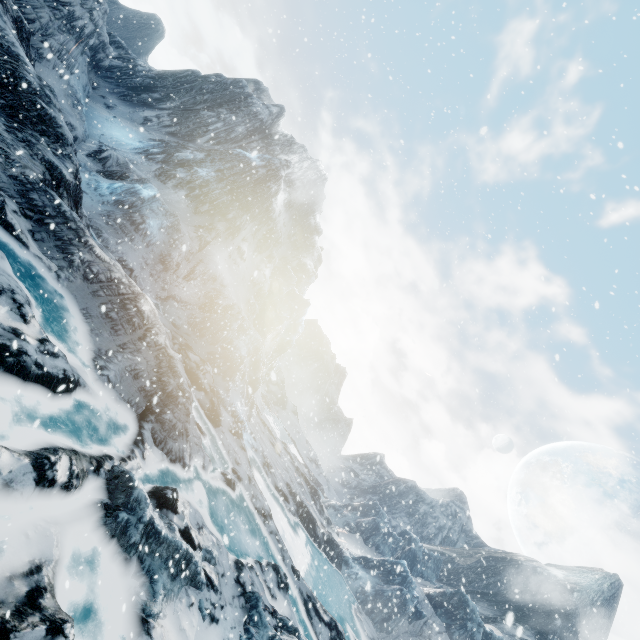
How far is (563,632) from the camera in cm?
4228
